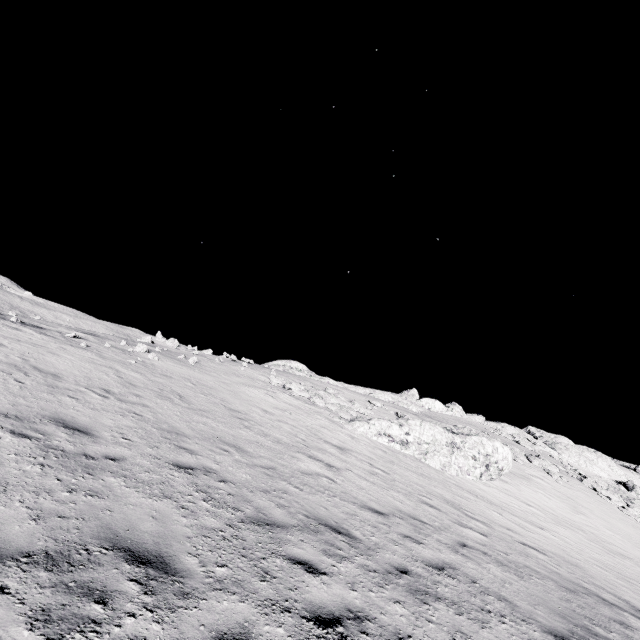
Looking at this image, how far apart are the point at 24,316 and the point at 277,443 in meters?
18.2
